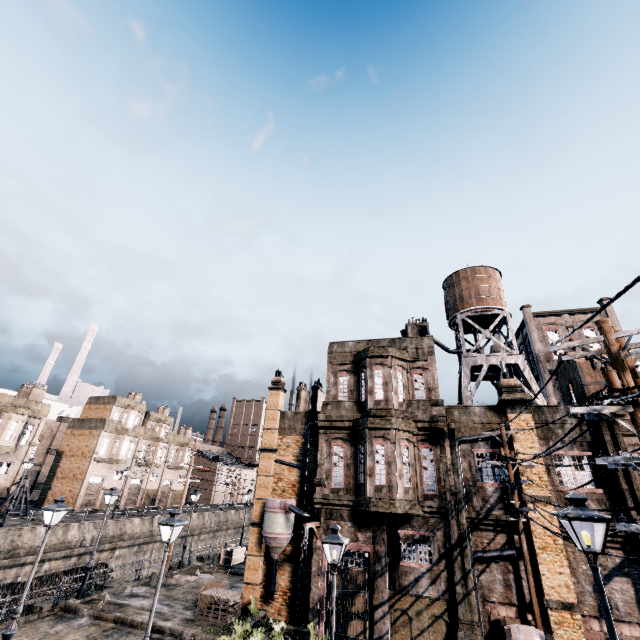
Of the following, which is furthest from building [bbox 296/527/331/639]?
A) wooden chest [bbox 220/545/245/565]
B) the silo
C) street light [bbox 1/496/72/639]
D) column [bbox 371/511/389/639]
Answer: street light [bbox 1/496/72/639]

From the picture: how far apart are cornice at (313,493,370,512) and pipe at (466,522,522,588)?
4.7m

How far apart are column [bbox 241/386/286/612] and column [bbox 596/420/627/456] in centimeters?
1901cm

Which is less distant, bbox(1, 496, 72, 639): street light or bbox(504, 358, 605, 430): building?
bbox(1, 496, 72, 639): street light

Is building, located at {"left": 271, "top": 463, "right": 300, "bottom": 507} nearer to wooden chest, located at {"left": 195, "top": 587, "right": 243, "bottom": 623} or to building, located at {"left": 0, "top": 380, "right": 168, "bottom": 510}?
wooden chest, located at {"left": 195, "top": 587, "right": 243, "bottom": 623}

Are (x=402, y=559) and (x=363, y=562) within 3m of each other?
yes

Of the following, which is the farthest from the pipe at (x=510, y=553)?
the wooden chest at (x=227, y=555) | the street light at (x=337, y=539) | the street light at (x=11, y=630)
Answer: the wooden chest at (x=227, y=555)

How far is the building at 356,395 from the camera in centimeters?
1716cm
